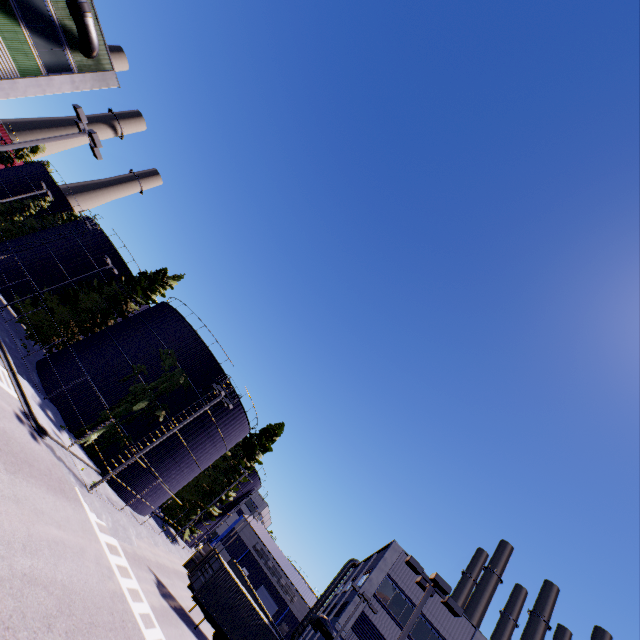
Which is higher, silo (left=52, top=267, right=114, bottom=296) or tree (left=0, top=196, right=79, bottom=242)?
silo (left=52, top=267, right=114, bottom=296)

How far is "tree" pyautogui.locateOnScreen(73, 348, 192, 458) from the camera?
25.1 meters

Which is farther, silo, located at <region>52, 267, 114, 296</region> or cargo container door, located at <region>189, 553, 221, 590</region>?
silo, located at <region>52, 267, 114, 296</region>

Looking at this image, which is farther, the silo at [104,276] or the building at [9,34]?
the silo at [104,276]

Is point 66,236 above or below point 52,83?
below

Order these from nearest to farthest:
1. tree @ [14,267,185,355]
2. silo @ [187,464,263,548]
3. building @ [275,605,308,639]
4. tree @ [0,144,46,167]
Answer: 1. tree @ [14,267,185,355]
2. silo @ [187,464,263,548]
3. tree @ [0,144,46,167]
4. building @ [275,605,308,639]

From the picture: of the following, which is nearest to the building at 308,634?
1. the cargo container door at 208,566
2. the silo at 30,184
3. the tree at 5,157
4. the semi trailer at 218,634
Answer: the silo at 30,184

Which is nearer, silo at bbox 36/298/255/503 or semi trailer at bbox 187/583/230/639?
semi trailer at bbox 187/583/230/639
